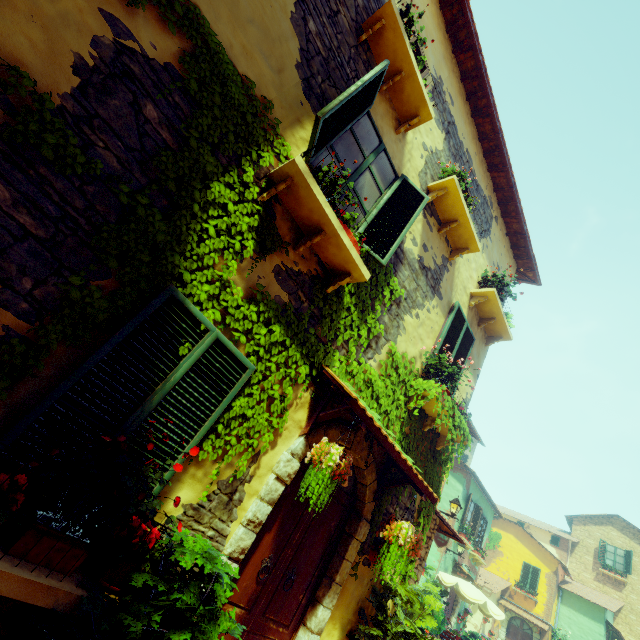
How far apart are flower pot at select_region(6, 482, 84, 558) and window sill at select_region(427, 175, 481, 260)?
5.96m

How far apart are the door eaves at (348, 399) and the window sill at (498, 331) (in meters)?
3.55

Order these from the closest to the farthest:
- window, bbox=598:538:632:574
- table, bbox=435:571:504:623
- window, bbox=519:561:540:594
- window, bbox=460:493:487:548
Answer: table, bbox=435:571:504:623 → window, bbox=460:493:487:548 → window, bbox=519:561:540:594 → window, bbox=598:538:632:574

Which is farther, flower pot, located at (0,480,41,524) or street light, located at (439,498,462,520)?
street light, located at (439,498,462,520)

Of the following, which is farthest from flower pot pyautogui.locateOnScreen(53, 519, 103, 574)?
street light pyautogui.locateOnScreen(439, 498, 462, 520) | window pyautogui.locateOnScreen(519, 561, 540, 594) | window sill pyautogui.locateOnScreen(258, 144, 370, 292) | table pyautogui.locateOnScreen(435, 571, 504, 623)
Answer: window pyautogui.locateOnScreen(519, 561, 540, 594)

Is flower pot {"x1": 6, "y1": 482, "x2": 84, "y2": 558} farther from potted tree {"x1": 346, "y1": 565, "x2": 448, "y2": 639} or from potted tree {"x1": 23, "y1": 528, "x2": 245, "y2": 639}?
potted tree {"x1": 346, "y1": 565, "x2": 448, "y2": 639}

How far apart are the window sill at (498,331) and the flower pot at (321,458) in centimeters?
439cm

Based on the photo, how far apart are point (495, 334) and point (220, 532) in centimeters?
677cm
